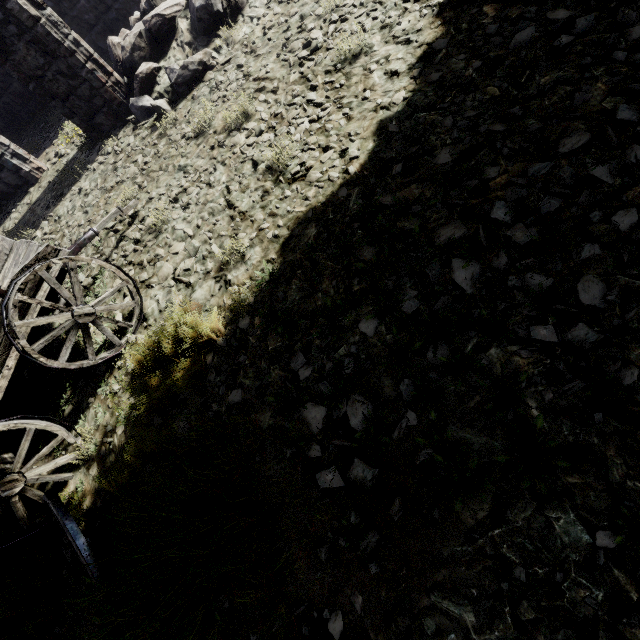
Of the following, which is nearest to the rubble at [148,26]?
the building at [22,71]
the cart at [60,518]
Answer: the building at [22,71]

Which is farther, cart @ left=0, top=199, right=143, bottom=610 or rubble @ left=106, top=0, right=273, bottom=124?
rubble @ left=106, top=0, right=273, bottom=124

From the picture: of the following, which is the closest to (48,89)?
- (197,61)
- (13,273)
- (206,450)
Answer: (197,61)

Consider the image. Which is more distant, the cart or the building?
the building

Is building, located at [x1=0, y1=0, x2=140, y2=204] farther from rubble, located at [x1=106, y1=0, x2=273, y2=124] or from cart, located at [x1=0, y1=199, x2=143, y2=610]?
cart, located at [x1=0, y1=199, x2=143, y2=610]

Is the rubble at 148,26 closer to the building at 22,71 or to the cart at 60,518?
the building at 22,71

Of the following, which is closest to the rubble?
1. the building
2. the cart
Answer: the building
